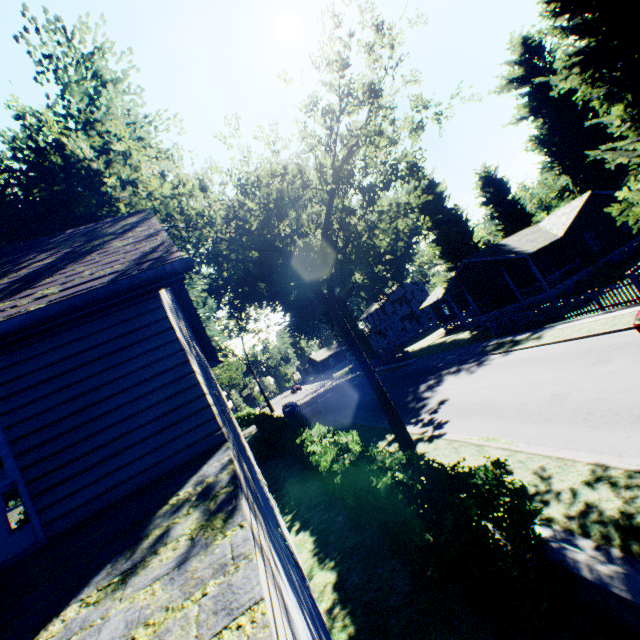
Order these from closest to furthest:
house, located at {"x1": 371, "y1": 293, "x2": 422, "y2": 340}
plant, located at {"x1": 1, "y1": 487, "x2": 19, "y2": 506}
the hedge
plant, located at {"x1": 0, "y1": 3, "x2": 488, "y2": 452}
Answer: the hedge → plant, located at {"x1": 0, "y1": 3, "x2": 488, "y2": 452} → plant, located at {"x1": 1, "y1": 487, "x2": 19, "y2": 506} → house, located at {"x1": 371, "y1": 293, "x2": 422, "y2": 340}

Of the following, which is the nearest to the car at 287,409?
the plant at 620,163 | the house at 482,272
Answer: the plant at 620,163

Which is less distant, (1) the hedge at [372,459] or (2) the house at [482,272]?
(1) the hedge at [372,459]

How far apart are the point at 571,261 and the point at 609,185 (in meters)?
11.33

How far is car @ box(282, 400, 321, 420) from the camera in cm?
3097

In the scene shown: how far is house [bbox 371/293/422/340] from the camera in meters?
58.4 m

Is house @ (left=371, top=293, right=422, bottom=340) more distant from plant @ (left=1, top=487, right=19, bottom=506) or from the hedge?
the hedge

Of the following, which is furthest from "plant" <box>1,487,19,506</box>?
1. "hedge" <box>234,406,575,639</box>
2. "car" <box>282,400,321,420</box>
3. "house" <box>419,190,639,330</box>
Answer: "car" <box>282,400,321,420</box>
